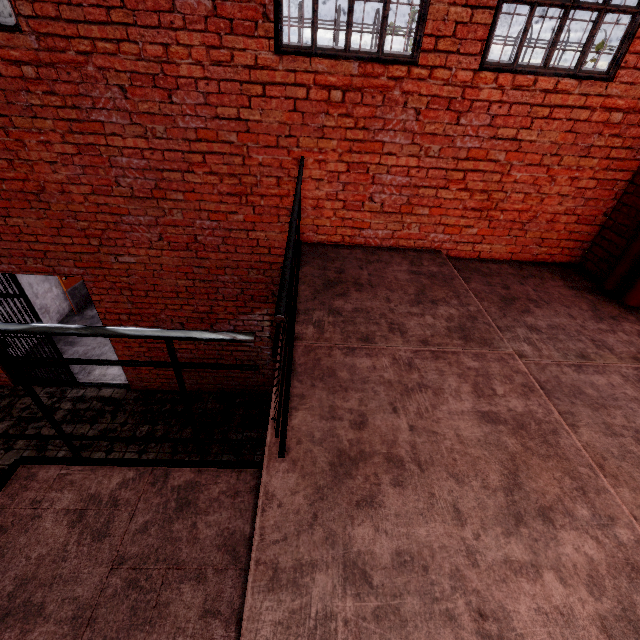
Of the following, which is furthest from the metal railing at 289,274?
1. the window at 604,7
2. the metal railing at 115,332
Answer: the window at 604,7

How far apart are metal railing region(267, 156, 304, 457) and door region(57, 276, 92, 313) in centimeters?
578cm

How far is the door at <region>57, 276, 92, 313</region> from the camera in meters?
7.2

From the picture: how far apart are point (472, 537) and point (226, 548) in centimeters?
122cm

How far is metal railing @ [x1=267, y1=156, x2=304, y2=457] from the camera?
1.4m

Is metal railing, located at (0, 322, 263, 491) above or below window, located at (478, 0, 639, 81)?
below

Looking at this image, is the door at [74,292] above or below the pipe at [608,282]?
below

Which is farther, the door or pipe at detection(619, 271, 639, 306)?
the door
